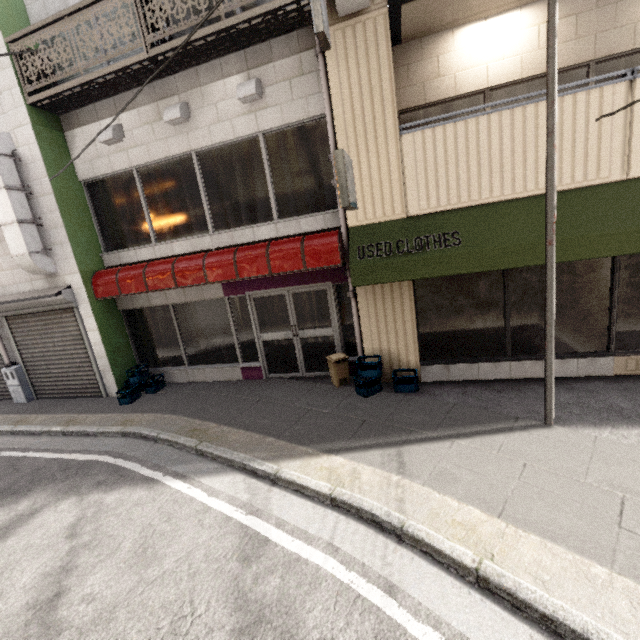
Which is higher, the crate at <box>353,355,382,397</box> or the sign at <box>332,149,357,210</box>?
the sign at <box>332,149,357,210</box>

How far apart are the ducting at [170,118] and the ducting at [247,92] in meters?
1.2

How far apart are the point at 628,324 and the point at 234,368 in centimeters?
741cm

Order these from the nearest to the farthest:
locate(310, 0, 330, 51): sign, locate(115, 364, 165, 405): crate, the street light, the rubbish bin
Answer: the street light → locate(310, 0, 330, 51): sign → the rubbish bin → locate(115, 364, 165, 405): crate

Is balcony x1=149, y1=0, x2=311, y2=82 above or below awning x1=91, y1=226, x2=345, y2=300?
above

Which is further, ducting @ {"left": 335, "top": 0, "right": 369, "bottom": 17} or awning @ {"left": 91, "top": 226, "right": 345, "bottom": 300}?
awning @ {"left": 91, "top": 226, "right": 345, "bottom": 300}

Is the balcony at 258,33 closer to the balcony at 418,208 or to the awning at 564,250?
the balcony at 418,208

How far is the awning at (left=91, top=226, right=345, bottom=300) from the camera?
5.8 meters
